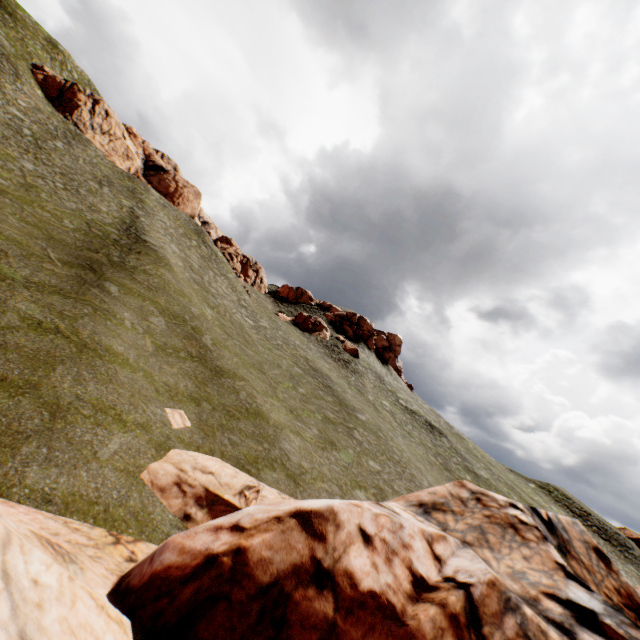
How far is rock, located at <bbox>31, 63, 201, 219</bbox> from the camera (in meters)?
41.19

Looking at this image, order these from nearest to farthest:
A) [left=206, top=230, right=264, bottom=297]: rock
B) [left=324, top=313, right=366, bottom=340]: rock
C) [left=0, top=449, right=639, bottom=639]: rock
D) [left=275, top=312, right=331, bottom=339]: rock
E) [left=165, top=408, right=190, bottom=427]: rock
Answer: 1. [left=0, top=449, right=639, bottom=639]: rock
2. [left=165, top=408, right=190, bottom=427]: rock
3. [left=206, top=230, right=264, bottom=297]: rock
4. [left=275, top=312, right=331, bottom=339]: rock
5. [left=324, top=313, right=366, bottom=340]: rock

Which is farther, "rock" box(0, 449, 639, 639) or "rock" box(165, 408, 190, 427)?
"rock" box(165, 408, 190, 427)

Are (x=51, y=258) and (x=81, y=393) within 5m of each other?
no

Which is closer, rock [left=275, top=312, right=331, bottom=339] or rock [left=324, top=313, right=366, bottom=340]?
rock [left=275, top=312, right=331, bottom=339]

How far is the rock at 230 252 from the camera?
48.06m

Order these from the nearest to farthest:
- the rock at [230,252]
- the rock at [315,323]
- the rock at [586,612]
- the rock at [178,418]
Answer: the rock at [586,612], the rock at [178,418], the rock at [230,252], the rock at [315,323]
